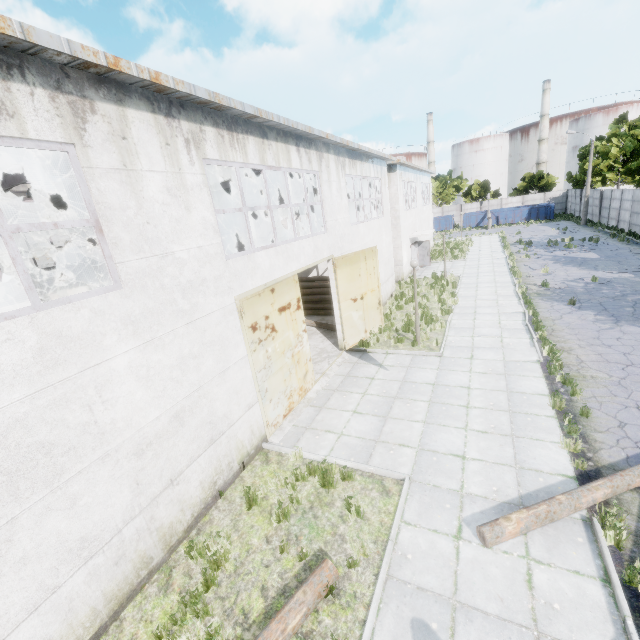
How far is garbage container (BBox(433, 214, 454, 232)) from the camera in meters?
51.3 m

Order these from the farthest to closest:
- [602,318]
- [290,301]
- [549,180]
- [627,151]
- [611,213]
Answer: [549,180] < [627,151] < [611,213] < [602,318] < [290,301]

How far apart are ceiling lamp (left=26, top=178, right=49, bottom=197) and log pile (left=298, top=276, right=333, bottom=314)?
12.4m

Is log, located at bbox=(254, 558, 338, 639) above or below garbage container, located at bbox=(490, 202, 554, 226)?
below

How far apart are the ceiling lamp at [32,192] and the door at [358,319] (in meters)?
8.29

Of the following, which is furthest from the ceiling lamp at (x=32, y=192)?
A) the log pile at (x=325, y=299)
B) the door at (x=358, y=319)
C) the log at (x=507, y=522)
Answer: the log pile at (x=325, y=299)

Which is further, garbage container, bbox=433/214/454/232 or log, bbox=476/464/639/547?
garbage container, bbox=433/214/454/232

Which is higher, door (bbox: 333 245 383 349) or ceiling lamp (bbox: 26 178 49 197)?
ceiling lamp (bbox: 26 178 49 197)
